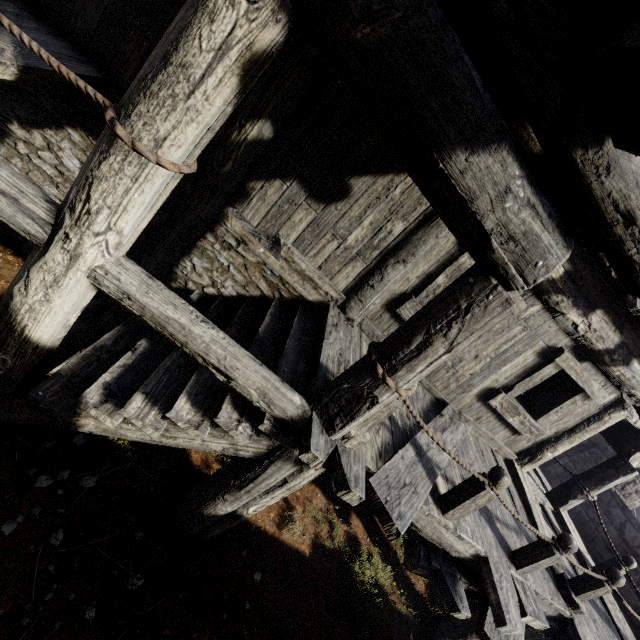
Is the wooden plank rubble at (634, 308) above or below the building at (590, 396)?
above

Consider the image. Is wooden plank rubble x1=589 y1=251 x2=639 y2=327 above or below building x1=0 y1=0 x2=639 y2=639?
above

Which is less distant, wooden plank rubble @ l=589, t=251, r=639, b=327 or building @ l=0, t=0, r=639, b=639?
building @ l=0, t=0, r=639, b=639

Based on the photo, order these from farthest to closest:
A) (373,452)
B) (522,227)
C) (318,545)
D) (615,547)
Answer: (615,547)
(318,545)
(373,452)
(522,227)

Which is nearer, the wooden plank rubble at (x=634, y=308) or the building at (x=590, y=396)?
the building at (x=590, y=396)
